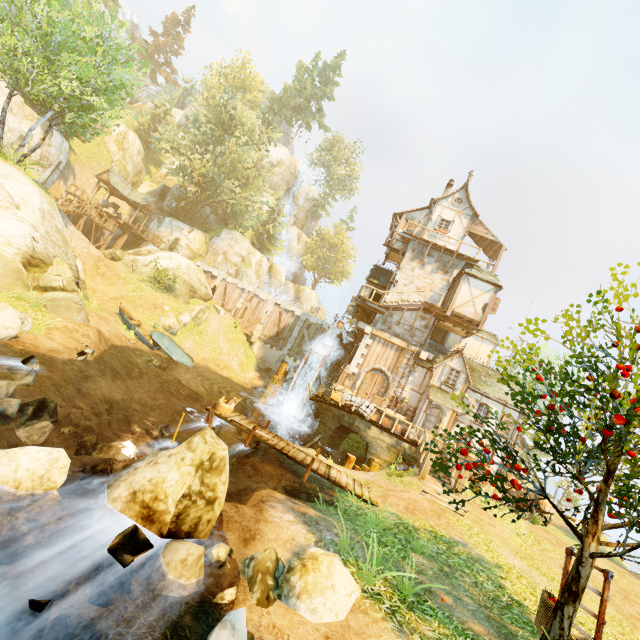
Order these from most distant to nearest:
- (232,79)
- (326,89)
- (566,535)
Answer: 1. (232,79)
2. (326,89)
3. (566,535)

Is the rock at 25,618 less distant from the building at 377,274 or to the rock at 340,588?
the rock at 340,588

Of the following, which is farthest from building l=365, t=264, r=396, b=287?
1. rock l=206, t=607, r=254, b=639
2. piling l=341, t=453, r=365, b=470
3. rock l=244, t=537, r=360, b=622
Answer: rock l=206, t=607, r=254, b=639

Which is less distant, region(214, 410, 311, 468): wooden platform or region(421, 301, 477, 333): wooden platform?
region(214, 410, 311, 468): wooden platform

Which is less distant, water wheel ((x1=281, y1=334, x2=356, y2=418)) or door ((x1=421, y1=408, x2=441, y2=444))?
door ((x1=421, y1=408, x2=441, y2=444))

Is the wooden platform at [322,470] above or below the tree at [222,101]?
below

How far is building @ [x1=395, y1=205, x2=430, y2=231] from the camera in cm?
2538

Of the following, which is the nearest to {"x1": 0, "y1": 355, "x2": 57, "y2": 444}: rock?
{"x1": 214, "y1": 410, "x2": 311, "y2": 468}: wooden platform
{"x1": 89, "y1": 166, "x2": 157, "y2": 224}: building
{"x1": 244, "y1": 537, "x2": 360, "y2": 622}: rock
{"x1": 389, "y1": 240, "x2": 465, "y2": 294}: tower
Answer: {"x1": 214, "y1": 410, "x2": 311, "y2": 468}: wooden platform
